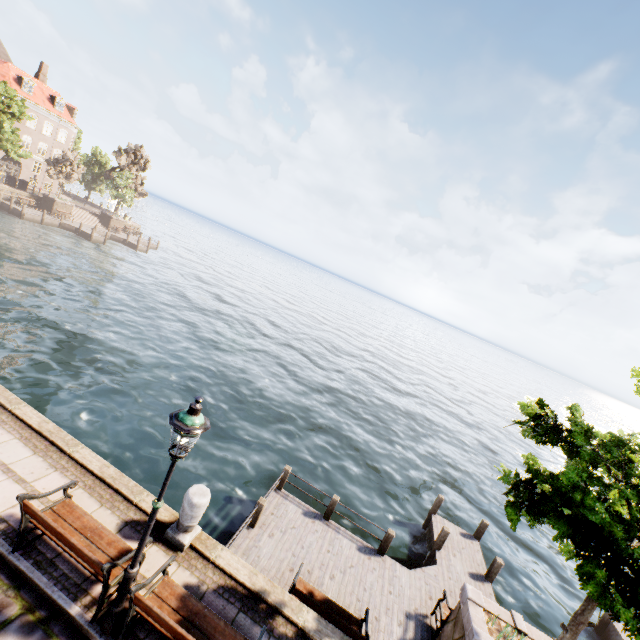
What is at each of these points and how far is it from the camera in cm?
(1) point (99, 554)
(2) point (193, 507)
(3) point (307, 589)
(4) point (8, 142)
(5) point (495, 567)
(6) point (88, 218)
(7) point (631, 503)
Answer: (1) bench, 502
(2) pillar, 609
(3) bench, 757
(4) tree, 3450
(5) wooden post, 1114
(6) stairs, 4647
(7) tree, 583

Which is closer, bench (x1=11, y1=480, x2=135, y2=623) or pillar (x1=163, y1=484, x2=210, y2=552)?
bench (x1=11, y1=480, x2=135, y2=623)

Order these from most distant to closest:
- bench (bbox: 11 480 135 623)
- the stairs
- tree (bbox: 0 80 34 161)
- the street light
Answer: the stairs < tree (bbox: 0 80 34 161) < bench (bbox: 11 480 135 623) < the street light

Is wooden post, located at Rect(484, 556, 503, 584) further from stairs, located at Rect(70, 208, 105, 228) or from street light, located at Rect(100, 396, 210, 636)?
stairs, located at Rect(70, 208, 105, 228)

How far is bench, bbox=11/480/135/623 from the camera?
4.6m

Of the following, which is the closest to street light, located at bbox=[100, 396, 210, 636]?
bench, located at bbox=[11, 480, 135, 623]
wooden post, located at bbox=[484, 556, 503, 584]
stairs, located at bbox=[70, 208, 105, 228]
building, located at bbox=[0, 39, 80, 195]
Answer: bench, located at bbox=[11, 480, 135, 623]

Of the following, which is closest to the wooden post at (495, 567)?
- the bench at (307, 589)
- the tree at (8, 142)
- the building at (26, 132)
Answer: the tree at (8, 142)

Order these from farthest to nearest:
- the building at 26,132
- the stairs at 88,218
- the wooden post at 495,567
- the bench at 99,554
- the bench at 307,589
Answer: the stairs at 88,218, the building at 26,132, the wooden post at 495,567, the bench at 307,589, the bench at 99,554
